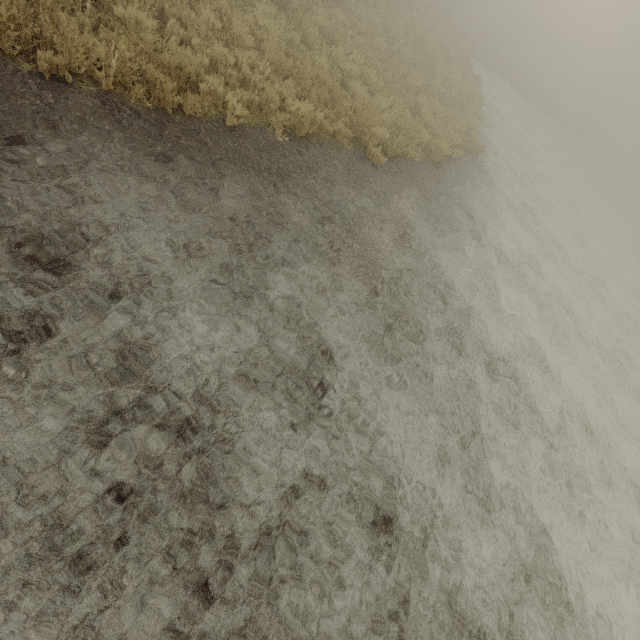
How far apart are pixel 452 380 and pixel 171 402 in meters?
5.1 m
